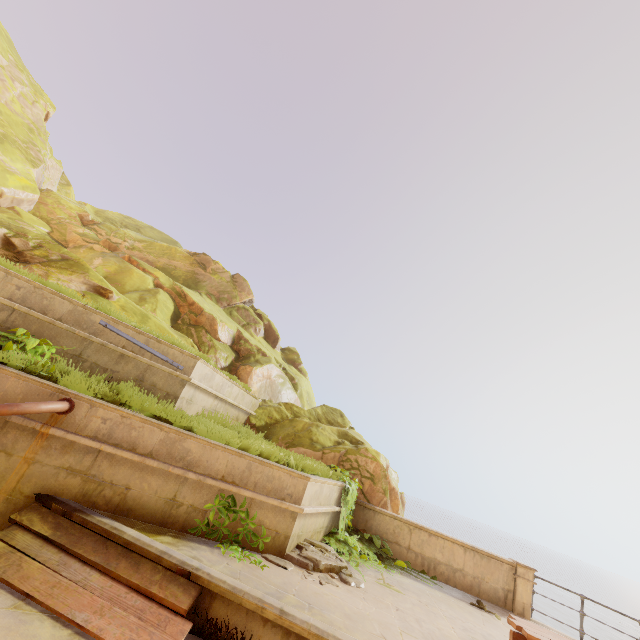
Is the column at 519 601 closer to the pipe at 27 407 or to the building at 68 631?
the building at 68 631

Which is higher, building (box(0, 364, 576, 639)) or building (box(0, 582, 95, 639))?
building (box(0, 364, 576, 639))

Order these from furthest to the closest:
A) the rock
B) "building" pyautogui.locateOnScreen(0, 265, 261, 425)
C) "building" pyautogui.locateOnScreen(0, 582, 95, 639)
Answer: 1. the rock
2. "building" pyautogui.locateOnScreen(0, 265, 261, 425)
3. "building" pyautogui.locateOnScreen(0, 582, 95, 639)

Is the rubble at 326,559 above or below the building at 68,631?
above

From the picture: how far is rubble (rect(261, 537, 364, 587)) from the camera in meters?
5.5

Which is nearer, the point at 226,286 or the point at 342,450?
Answer: the point at 342,450

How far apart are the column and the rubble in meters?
5.4

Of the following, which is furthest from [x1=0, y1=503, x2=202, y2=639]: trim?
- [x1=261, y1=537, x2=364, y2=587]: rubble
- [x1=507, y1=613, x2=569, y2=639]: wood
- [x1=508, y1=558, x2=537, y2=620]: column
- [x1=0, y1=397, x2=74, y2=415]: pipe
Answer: [x1=508, y1=558, x2=537, y2=620]: column
